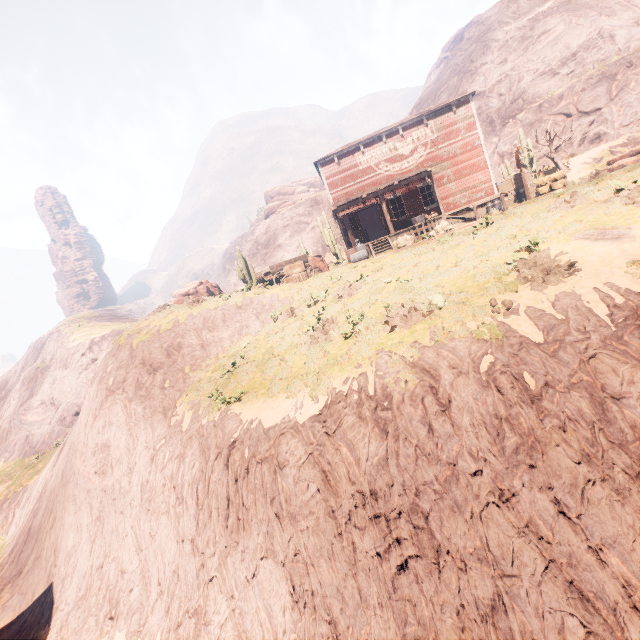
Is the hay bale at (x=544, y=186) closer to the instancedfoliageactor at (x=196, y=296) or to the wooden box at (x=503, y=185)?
the wooden box at (x=503, y=185)

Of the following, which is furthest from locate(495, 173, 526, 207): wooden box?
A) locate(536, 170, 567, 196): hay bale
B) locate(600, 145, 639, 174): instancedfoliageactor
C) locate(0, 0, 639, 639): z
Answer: locate(0, 0, 639, 639): z

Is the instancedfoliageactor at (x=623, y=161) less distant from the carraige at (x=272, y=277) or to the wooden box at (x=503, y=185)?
the wooden box at (x=503, y=185)

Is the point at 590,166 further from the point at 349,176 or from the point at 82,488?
the point at 82,488

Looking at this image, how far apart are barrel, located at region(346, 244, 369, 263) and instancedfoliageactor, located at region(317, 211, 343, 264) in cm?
857

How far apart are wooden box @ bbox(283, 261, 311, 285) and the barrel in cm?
173

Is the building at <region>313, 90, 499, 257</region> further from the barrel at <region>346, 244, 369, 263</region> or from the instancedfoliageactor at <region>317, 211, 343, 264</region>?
the instancedfoliageactor at <region>317, 211, 343, 264</region>

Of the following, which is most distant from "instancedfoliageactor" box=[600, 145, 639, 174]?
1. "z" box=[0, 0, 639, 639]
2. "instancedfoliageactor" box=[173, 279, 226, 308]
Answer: "instancedfoliageactor" box=[173, 279, 226, 308]
